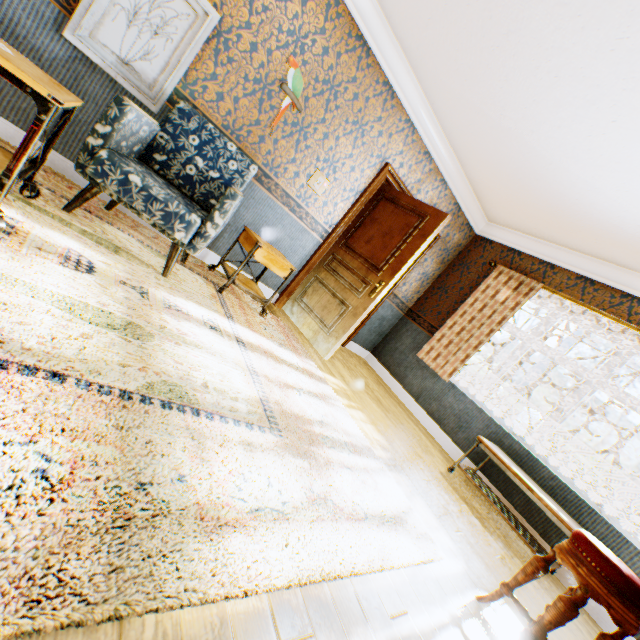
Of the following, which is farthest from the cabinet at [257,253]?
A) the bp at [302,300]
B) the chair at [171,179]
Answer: the bp at [302,300]

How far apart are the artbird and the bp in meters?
1.5

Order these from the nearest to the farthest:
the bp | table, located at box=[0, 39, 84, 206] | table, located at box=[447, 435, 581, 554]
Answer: table, located at box=[0, 39, 84, 206]
table, located at box=[447, 435, 581, 554]
the bp

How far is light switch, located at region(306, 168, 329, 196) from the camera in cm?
390

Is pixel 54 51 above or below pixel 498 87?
below

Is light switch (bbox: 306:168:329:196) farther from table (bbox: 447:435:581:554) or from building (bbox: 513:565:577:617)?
table (bbox: 447:435:581:554)

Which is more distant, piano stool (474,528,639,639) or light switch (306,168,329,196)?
light switch (306,168,329,196)

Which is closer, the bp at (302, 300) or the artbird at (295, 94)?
the artbird at (295, 94)
